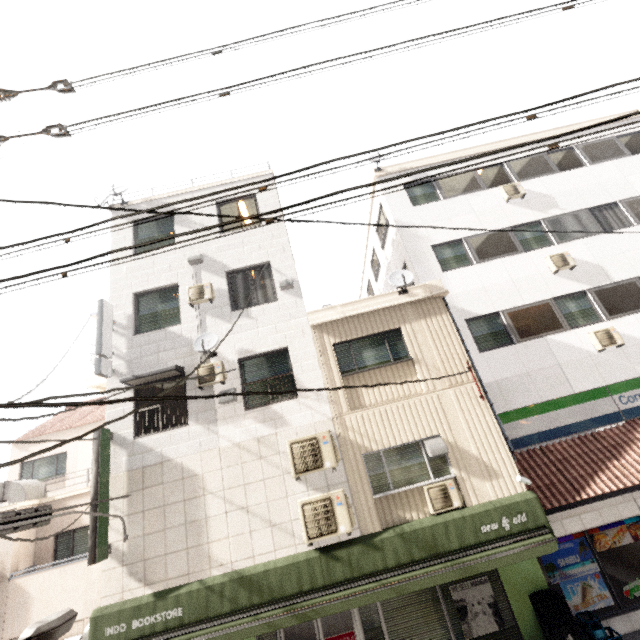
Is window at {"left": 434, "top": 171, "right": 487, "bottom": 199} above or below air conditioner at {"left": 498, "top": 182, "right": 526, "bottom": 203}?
above

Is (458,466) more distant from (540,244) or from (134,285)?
(134,285)

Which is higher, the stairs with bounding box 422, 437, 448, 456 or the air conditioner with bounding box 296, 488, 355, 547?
the stairs with bounding box 422, 437, 448, 456

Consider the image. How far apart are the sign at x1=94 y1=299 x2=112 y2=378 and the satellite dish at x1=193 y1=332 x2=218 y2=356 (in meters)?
2.49

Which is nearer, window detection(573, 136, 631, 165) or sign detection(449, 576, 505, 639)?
sign detection(449, 576, 505, 639)

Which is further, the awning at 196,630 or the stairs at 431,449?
the stairs at 431,449

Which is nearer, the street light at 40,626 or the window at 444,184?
the street light at 40,626

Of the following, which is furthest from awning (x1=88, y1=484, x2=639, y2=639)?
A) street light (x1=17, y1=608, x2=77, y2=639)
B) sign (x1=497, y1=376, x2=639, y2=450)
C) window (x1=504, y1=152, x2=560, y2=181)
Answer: window (x1=504, y1=152, x2=560, y2=181)
